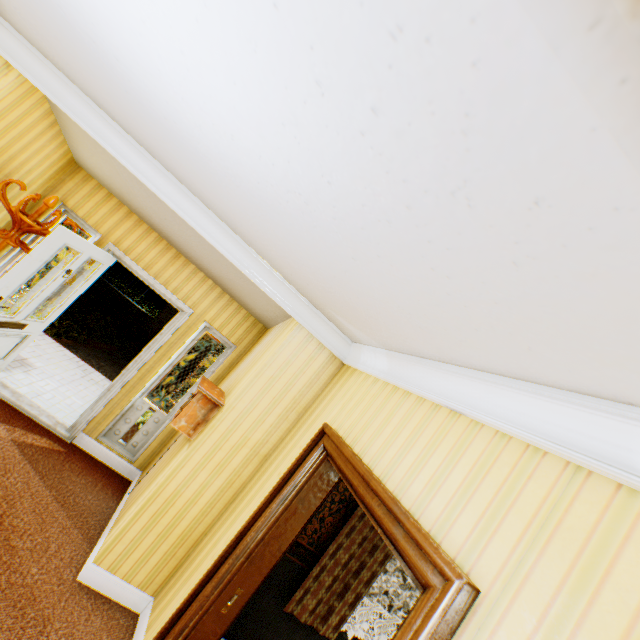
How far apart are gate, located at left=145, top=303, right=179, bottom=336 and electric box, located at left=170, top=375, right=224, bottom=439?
13.38m

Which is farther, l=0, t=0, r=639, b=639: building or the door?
the door

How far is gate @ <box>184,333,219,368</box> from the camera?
16.12m

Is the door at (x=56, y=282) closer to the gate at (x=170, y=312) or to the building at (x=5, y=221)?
the building at (x=5, y=221)

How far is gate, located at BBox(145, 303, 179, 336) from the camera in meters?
15.6 m

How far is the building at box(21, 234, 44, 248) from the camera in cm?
411

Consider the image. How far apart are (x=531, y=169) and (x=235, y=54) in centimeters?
91cm

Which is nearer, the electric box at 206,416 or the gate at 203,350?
the electric box at 206,416
